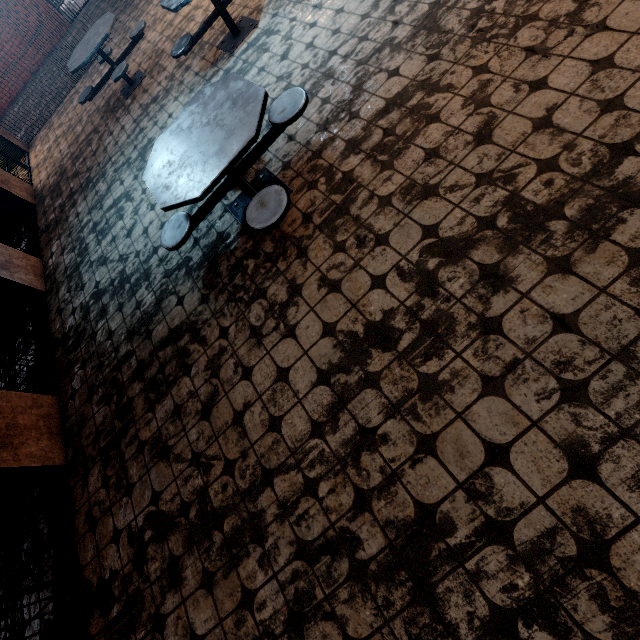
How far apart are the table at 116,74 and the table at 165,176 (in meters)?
3.51

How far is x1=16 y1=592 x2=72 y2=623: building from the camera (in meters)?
2.71

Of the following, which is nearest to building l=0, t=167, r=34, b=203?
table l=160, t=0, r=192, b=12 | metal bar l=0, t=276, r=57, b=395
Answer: metal bar l=0, t=276, r=57, b=395

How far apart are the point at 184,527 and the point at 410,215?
2.88m

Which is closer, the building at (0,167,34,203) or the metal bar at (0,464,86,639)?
the metal bar at (0,464,86,639)

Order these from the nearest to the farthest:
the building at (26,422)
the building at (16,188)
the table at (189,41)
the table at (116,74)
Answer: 1. the building at (26,422)
2. the table at (189,41)
3. the table at (116,74)
4. the building at (16,188)

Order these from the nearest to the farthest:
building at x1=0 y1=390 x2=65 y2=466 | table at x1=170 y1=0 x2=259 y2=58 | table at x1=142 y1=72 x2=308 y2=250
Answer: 1. table at x1=142 y1=72 x2=308 y2=250
2. building at x1=0 y1=390 x2=65 y2=466
3. table at x1=170 y1=0 x2=259 y2=58
